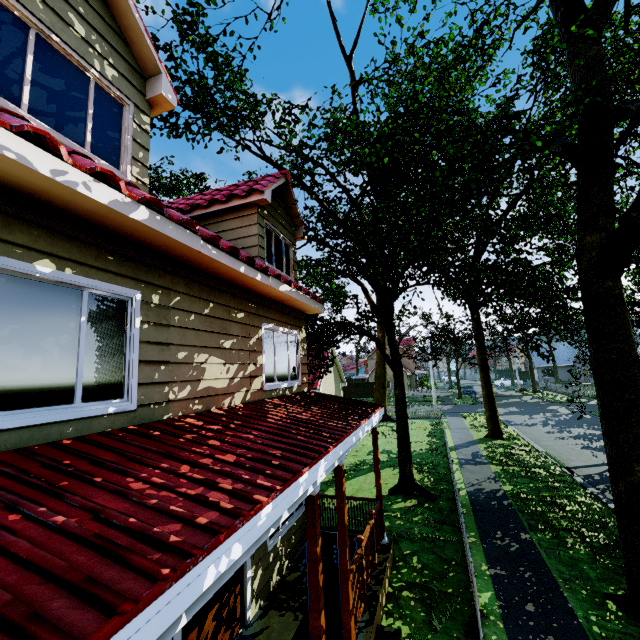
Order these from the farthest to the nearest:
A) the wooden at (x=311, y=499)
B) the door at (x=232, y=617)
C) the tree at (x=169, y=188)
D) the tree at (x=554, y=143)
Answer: the tree at (x=169, y=188), the tree at (x=554, y=143), the door at (x=232, y=617), the wooden at (x=311, y=499)

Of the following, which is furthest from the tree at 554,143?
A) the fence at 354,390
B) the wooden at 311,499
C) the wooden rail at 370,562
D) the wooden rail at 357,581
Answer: the wooden at 311,499

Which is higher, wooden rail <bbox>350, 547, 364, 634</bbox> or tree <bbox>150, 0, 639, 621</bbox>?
tree <bbox>150, 0, 639, 621</bbox>

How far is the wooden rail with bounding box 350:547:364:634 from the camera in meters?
4.9

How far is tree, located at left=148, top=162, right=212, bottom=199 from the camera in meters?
12.5

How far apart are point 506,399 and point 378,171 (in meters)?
38.58

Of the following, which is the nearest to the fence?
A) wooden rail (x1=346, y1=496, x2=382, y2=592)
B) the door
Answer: wooden rail (x1=346, y1=496, x2=382, y2=592)

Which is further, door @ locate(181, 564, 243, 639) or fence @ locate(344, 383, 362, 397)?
fence @ locate(344, 383, 362, 397)
